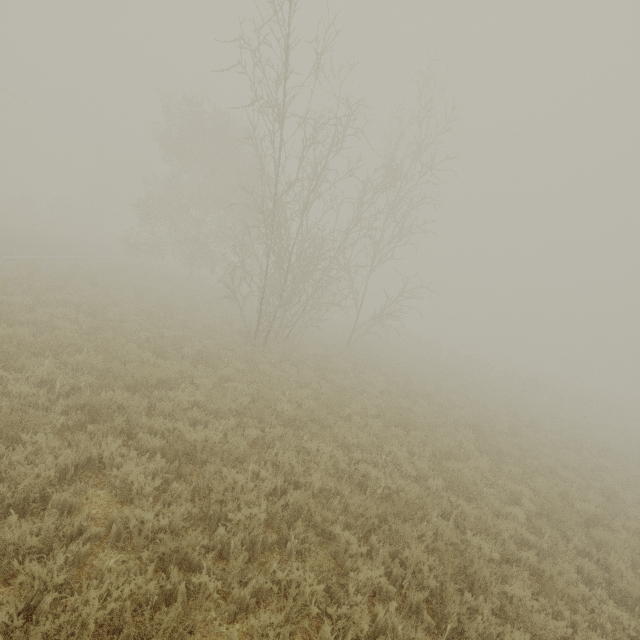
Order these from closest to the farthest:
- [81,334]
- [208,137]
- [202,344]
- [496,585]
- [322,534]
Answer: [496,585] → [322,534] → [81,334] → [202,344] → [208,137]
